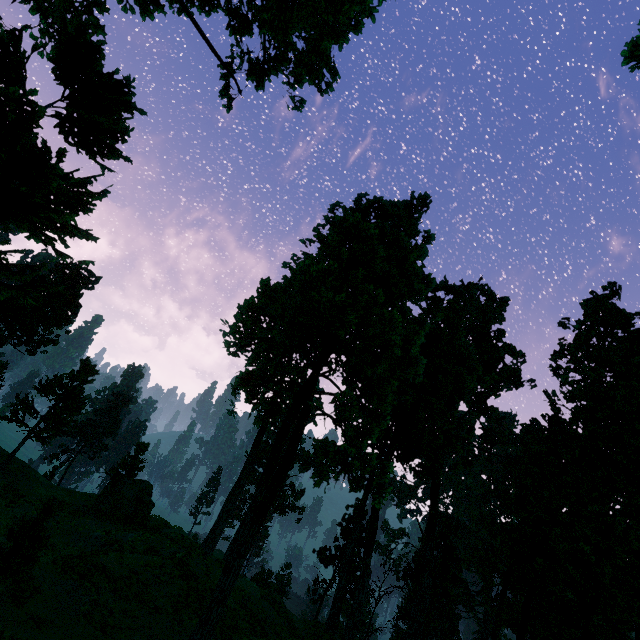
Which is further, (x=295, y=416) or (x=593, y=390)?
(x=593, y=390)

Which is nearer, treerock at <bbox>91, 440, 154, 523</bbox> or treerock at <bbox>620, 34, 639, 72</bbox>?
treerock at <bbox>620, 34, 639, 72</bbox>

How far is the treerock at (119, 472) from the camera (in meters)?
28.00

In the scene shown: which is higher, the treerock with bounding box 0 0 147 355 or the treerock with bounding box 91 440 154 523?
the treerock with bounding box 0 0 147 355

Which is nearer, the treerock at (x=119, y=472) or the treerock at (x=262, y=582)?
the treerock at (x=119, y=472)

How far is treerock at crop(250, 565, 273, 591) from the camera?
54.66m
